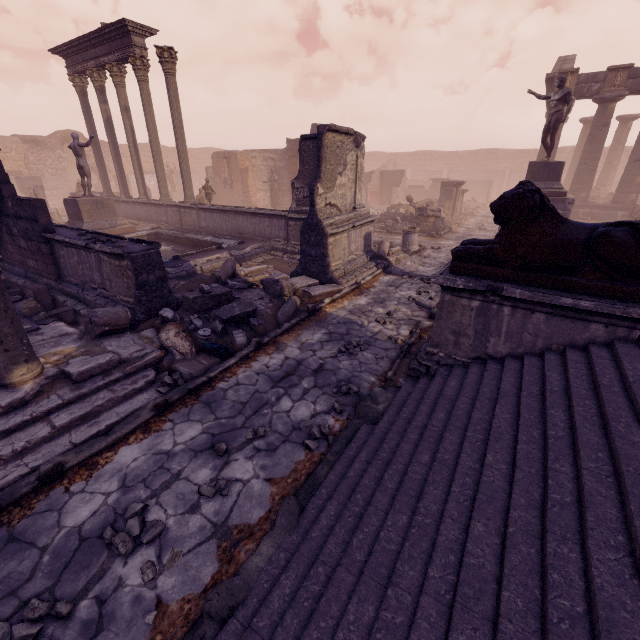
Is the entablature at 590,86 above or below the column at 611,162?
above

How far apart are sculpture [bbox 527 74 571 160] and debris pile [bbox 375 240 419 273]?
6.7m

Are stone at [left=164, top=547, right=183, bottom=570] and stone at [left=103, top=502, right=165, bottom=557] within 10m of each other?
yes

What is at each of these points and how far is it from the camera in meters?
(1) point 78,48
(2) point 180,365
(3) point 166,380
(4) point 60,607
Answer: (1) entablature, 14.2
(2) sculpture, 5.0
(3) rocks, 4.8
(4) stone, 2.4

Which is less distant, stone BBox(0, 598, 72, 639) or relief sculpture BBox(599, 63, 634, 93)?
stone BBox(0, 598, 72, 639)

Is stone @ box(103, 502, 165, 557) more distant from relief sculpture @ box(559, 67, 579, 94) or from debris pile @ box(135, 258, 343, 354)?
relief sculpture @ box(559, 67, 579, 94)

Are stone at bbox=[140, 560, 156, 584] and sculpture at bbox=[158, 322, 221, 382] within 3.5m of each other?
yes

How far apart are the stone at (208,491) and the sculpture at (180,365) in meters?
1.9
